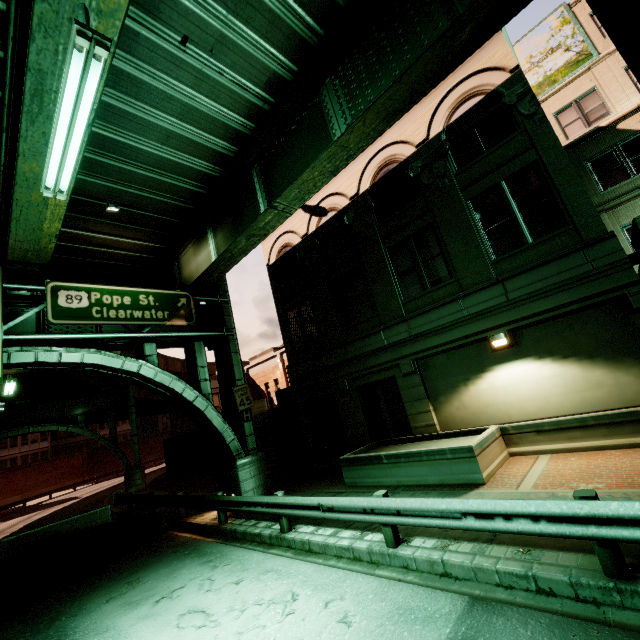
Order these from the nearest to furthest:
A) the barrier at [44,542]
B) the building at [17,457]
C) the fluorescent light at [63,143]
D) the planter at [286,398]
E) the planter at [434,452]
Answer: the fluorescent light at [63,143] < the planter at [434,452] < the barrier at [44,542] < the planter at [286,398] < the building at [17,457]

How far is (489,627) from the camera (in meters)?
4.06

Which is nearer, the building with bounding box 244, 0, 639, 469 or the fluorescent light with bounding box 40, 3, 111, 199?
the fluorescent light with bounding box 40, 3, 111, 199

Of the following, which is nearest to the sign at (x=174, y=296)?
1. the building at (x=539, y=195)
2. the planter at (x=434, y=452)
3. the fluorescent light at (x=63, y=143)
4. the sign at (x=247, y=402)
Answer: the sign at (x=247, y=402)

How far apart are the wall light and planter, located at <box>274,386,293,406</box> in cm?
1113

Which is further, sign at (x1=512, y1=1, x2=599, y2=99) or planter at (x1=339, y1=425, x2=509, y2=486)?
sign at (x1=512, y1=1, x2=599, y2=99)

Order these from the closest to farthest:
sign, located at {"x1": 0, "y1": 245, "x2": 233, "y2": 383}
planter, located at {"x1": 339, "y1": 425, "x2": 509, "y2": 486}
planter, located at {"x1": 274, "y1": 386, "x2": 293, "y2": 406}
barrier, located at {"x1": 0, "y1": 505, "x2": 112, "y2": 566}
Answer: planter, located at {"x1": 339, "y1": 425, "x2": 509, "y2": 486} < sign, located at {"x1": 0, "y1": 245, "x2": 233, "y2": 383} < barrier, located at {"x1": 0, "y1": 505, "x2": 112, "y2": 566} < planter, located at {"x1": 274, "y1": 386, "x2": 293, "y2": 406}

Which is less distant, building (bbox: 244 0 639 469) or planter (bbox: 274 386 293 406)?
building (bbox: 244 0 639 469)
